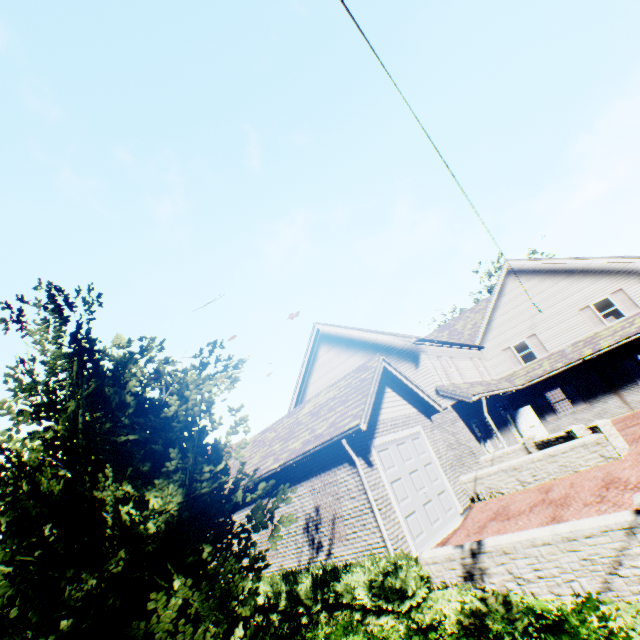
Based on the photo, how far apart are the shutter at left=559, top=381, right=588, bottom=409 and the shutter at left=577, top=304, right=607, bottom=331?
3.2 meters

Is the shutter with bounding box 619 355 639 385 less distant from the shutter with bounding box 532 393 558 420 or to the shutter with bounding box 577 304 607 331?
the shutter with bounding box 577 304 607 331

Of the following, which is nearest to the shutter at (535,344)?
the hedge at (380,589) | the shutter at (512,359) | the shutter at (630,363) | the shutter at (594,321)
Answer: the shutter at (512,359)

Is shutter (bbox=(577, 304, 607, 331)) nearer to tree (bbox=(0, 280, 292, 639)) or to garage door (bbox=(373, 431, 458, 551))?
tree (bbox=(0, 280, 292, 639))

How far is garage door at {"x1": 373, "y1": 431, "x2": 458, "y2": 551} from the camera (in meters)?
9.21

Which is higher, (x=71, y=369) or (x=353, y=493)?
(x=71, y=369)

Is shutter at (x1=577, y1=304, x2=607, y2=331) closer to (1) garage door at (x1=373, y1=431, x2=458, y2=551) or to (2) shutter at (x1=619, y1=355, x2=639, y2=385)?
(2) shutter at (x1=619, y1=355, x2=639, y2=385)

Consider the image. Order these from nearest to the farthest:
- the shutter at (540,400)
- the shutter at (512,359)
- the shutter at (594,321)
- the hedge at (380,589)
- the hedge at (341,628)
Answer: the hedge at (341,628) < the hedge at (380,589) < the shutter at (594,321) < the shutter at (540,400) < the shutter at (512,359)
